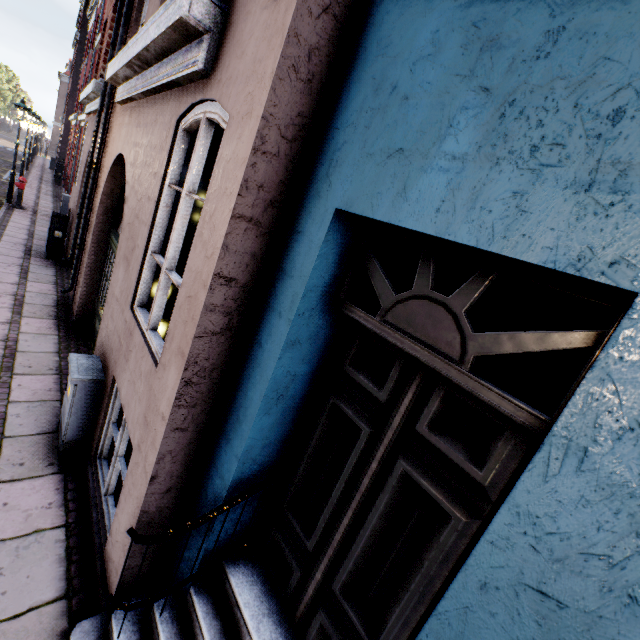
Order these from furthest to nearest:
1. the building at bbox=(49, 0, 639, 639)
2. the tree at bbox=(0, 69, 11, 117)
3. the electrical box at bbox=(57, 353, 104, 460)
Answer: the tree at bbox=(0, 69, 11, 117), the electrical box at bbox=(57, 353, 104, 460), the building at bbox=(49, 0, 639, 639)

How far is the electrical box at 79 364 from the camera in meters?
3.4

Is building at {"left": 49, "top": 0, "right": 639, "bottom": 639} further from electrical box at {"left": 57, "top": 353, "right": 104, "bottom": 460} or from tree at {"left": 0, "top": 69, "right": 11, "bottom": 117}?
tree at {"left": 0, "top": 69, "right": 11, "bottom": 117}

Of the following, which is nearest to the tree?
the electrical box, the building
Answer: the building

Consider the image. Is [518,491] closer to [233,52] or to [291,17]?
[291,17]

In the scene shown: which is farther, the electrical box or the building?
the electrical box

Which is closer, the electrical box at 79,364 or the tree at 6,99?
the electrical box at 79,364
